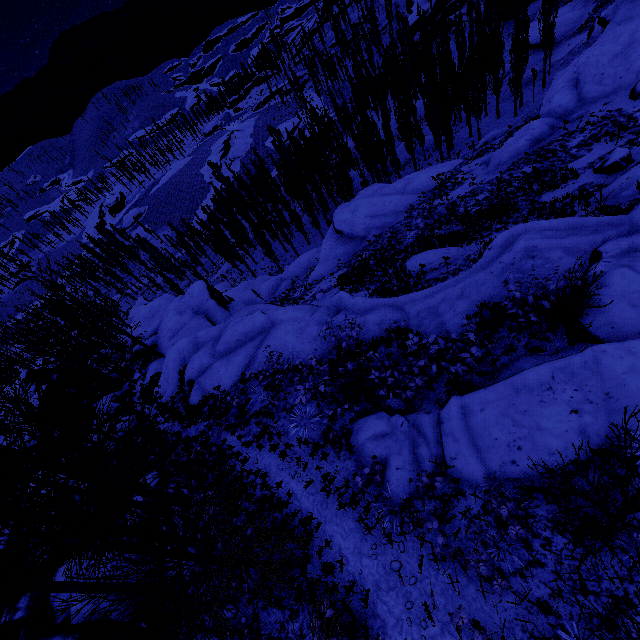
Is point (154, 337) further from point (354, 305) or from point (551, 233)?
point (551, 233)

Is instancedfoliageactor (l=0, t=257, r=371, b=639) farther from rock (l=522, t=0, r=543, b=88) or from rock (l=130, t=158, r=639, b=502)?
rock (l=522, t=0, r=543, b=88)

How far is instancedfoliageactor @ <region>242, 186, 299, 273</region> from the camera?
44.88m

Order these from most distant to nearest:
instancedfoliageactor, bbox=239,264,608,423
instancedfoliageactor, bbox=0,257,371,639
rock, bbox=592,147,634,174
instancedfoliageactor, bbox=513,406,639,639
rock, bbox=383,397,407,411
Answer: rock, bbox=592,147,634,174
rock, bbox=383,397,407,411
instancedfoliageactor, bbox=239,264,608,423
instancedfoliageactor, bbox=0,257,371,639
instancedfoliageactor, bbox=513,406,639,639

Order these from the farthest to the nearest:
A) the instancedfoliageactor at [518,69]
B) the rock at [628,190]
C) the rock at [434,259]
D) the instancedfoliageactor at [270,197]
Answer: the instancedfoliageactor at [270,197], the instancedfoliageactor at [518,69], the rock at [434,259], the rock at [628,190]

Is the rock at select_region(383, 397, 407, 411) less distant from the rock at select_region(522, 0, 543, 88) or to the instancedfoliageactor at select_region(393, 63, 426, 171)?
the instancedfoliageactor at select_region(393, 63, 426, 171)

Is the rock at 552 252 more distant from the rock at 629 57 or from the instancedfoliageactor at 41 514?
the rock at 629 57
